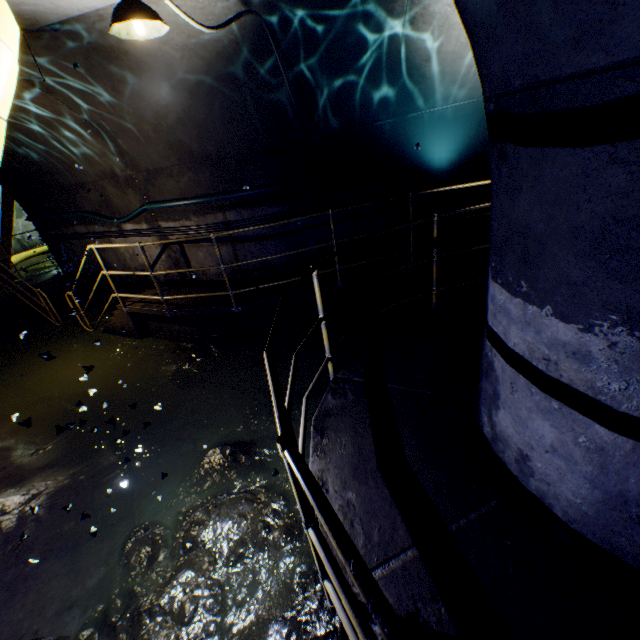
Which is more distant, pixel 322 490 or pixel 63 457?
pixel 63 457

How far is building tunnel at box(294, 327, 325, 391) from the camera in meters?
5.0

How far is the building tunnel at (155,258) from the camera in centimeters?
653cm

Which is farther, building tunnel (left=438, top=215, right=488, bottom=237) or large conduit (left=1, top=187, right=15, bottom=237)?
large conduit (left=1, top=187, right=15, bottom=237)

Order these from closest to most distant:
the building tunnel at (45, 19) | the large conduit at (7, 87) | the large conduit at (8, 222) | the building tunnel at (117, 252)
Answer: the building tunnel at (45, 19), the large conduit at (7, 87), the building tunnel at (117, 252), the large conduit at (8, 222)

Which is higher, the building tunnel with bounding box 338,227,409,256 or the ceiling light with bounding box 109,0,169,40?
the ceiling light with bounding box 109,0,169,40

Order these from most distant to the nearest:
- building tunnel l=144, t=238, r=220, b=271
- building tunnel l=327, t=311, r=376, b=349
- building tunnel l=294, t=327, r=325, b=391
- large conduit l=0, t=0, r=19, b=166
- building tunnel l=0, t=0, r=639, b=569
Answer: building tunnel l=144, t=238, r=220, b=271
building tunnel l=327, t=311, r=376, b=349
building tunnel l=294, t=327, r=325, b=391
large conduit l=0, t=0, r=19, b=166
building tunnel l=0, t=0, r=639, b=569
